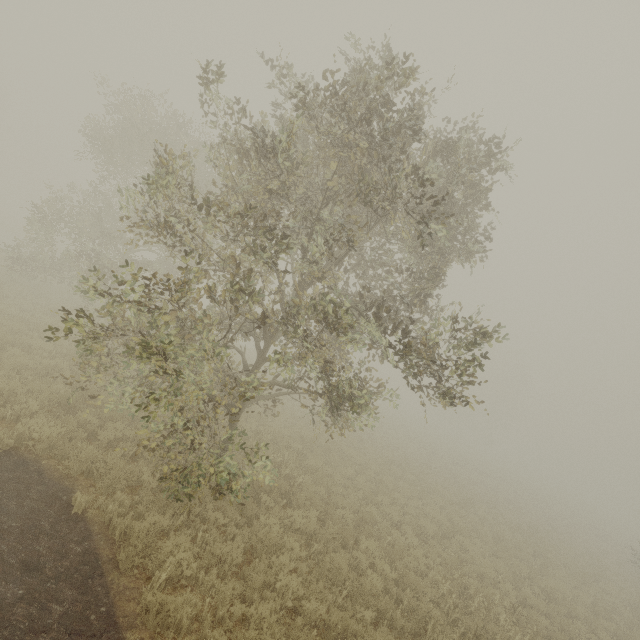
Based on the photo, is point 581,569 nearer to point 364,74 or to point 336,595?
point 336,595
